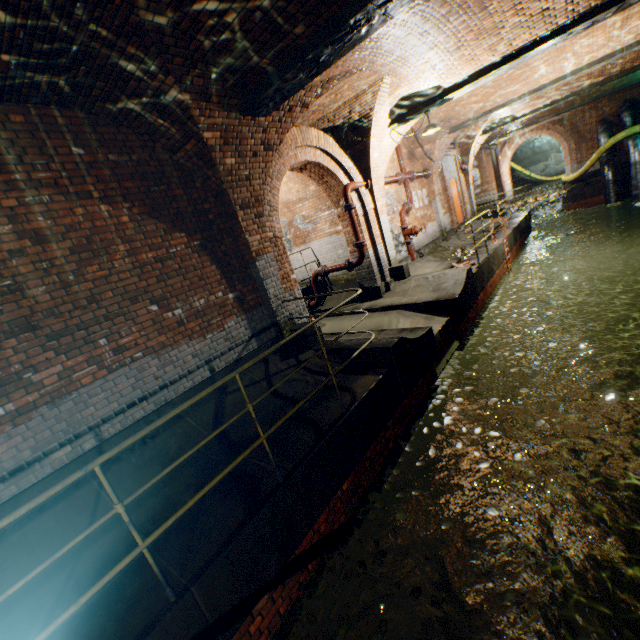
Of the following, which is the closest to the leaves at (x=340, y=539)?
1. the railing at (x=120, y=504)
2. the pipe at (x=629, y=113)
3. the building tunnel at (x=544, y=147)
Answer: the railing at (x=120, y=504)

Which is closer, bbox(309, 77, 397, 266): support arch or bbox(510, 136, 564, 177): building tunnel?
bbox(309, 77, 397, 266): support arch

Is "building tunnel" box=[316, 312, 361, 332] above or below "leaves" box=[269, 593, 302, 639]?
above

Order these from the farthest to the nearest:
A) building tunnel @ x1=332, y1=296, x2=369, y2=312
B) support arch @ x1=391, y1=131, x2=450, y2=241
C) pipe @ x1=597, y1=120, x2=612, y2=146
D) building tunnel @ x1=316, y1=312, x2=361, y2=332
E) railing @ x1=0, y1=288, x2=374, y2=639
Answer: pipe @ x1=597, y1=120, x2=612, y2=146, support arch @ x1=391, y1=131, x2=450, y2=241, building tunnel @ x1=332, y1=296, x2=369, y2=312, building tunnel @ x1=316, y1=312, x2=361, y2=332, railing @ x1=0, y1=288, x2=374, y2=639

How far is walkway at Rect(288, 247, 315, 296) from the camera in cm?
1091

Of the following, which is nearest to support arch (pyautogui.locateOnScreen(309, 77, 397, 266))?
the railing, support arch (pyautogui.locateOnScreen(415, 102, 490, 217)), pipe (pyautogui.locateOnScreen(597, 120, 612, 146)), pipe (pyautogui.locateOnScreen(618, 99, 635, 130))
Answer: the railing

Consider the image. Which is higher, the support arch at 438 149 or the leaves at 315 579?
the support arch at 438 149

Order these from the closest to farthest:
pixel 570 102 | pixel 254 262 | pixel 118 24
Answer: pixel 118 24 < pixel 254 262 < pixel 570 102
